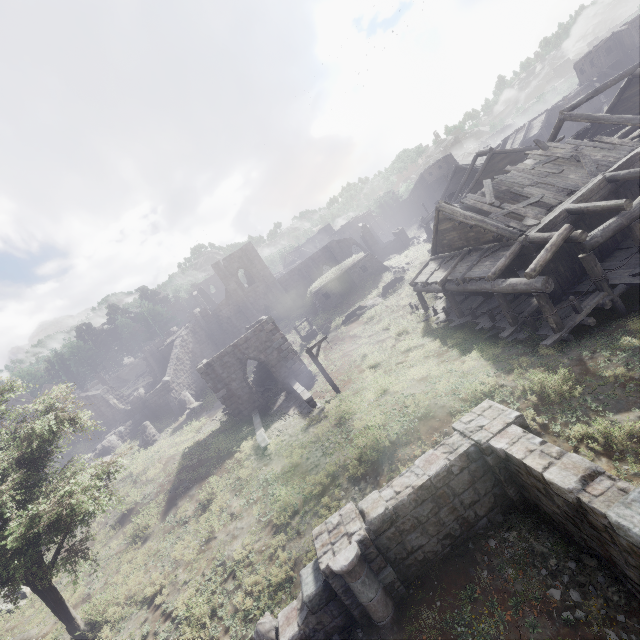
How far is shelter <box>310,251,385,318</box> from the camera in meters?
36.0 m

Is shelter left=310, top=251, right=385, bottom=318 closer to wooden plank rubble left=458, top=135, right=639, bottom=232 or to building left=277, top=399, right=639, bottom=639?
Answer: wooden plank rubble left=458, top=135, right=639, bottom=232

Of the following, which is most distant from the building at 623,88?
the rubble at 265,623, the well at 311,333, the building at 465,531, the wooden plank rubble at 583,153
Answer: the rubble at 265,623

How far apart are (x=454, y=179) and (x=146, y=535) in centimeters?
4759cm

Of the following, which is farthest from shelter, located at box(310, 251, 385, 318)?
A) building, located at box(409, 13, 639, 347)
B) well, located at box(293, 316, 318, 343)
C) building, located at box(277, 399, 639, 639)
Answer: building, located at box(277, 399, 639, 639)

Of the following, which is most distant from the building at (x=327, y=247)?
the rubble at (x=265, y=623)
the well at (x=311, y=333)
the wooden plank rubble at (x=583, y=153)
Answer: the rubble at (x=265, y=623)

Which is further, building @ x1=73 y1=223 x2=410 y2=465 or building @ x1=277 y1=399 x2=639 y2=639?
building @ x1=73 y1=223 x2=410 y2=465
